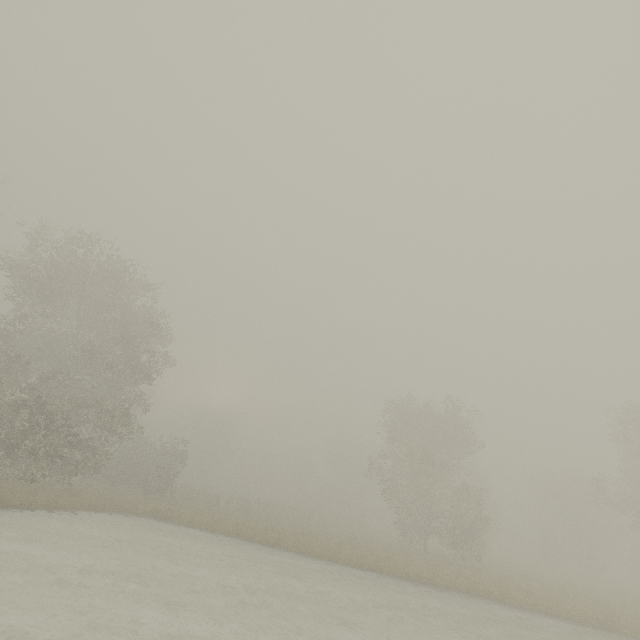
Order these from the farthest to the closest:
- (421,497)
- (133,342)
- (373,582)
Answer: (421,497) < (133,342) < (373,582)
